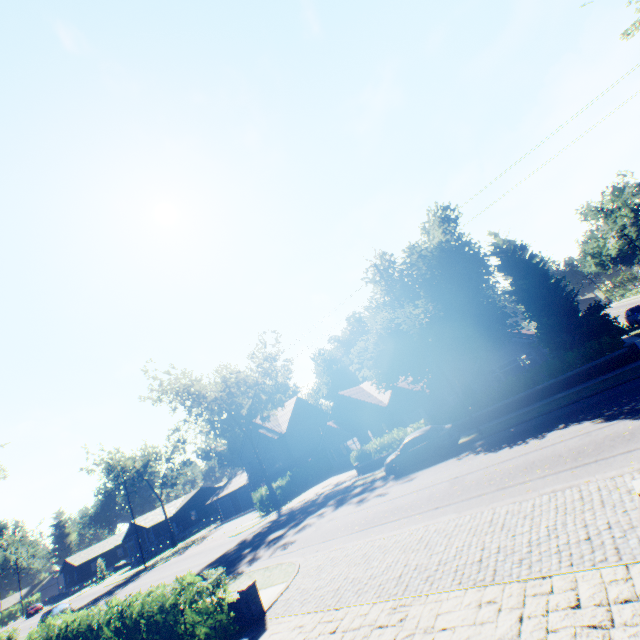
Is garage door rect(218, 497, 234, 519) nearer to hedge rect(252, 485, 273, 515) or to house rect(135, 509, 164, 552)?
house rect(135, 509, 164, 552)

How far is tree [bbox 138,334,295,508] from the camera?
33.0m

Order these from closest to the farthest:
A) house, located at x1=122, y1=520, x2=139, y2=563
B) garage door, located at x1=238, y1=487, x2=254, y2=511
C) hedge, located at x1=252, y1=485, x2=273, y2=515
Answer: hedge, located at x1=252, y1=485, x2=273, y2=515, garage door, located at x1=238, y1=487, x2=254, y2=511, house, located at x1=122, y1=520, x2=139, y2=563

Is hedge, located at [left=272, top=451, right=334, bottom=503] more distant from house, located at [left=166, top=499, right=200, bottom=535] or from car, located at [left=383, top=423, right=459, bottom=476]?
house, located at [left=166, top=499, right=200, bottom=535]

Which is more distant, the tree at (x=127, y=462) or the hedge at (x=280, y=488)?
the tree at (x=127, y=462)

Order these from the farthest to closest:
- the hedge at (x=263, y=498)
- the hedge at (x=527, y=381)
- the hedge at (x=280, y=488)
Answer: the hedge at (x=280, y=488) < the hedge at (x=263, y=498) < the hedge at (x=527, y=381)

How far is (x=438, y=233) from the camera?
20.9 meters

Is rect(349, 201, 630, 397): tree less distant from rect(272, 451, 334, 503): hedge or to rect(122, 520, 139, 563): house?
rect(272, 451, 334, 503): hedge
